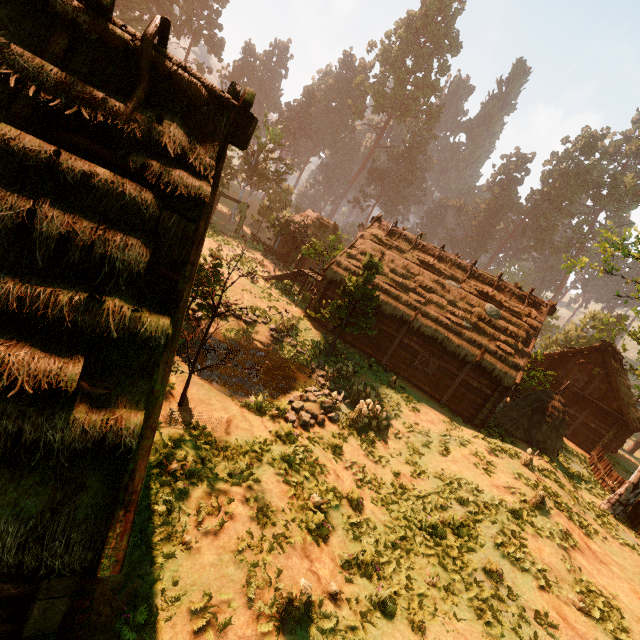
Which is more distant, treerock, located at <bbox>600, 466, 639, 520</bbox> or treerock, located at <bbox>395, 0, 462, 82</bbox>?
treerock, located at <bbox>395, 0, 462, 82</bbox>

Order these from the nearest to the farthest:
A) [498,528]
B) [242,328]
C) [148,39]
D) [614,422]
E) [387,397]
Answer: [148,39] → [498,528] → [387,397] → [242,328] → [614,422]

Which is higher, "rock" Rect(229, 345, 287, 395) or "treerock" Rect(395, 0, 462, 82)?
"treerock" Rect(395, 0, 462, 82)

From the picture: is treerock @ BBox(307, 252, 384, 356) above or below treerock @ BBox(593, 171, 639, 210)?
below

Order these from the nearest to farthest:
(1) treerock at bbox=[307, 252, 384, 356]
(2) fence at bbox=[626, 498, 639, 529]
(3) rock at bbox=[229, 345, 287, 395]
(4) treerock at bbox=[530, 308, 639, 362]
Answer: (2) fence at bbox=[626, 498, 639, 529], (3) rock at bbox=[229, 345, 287, 395], (1) treerock at bbox=[307, 252, 384, 356], (4) treerock at bbox=[530, 308, 639, 362]

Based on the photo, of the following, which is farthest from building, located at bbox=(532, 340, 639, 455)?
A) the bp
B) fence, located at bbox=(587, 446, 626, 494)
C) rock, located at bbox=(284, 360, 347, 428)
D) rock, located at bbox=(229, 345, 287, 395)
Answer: rock, located at bbox=(284, 360, 347, 428)

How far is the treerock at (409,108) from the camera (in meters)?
57.50

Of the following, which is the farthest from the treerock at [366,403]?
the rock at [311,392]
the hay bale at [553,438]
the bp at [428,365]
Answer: the bp at [428,365]
